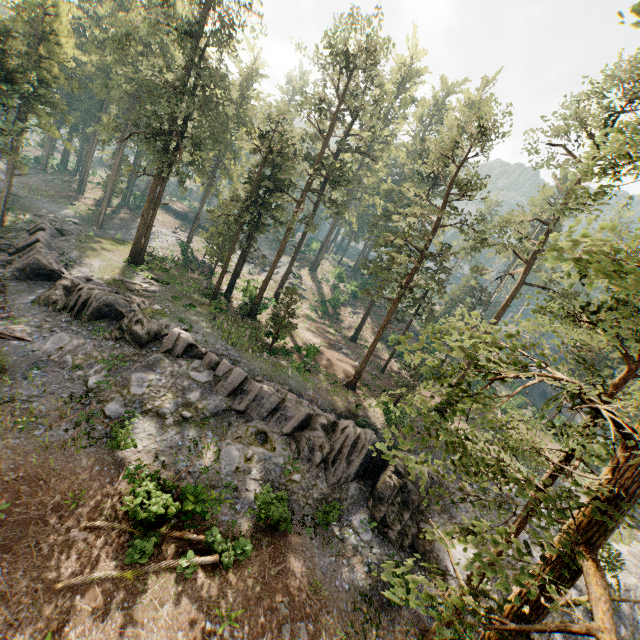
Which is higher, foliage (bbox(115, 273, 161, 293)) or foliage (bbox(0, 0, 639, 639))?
foliage (bbox(0, 0, 639, 639))

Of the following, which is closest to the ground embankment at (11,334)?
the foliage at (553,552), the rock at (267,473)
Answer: the rock at (267,473)

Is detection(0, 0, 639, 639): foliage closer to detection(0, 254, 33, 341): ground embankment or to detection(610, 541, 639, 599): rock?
detection(610, 541, 639, 599): rock

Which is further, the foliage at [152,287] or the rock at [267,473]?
Result: the foliage at [152,287]

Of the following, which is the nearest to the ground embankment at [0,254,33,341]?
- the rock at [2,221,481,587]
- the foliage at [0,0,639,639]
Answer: the rock at [2,221,481,587]

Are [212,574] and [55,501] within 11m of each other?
yes

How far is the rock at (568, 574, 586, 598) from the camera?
19.89m

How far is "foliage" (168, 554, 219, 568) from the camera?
13.8m
